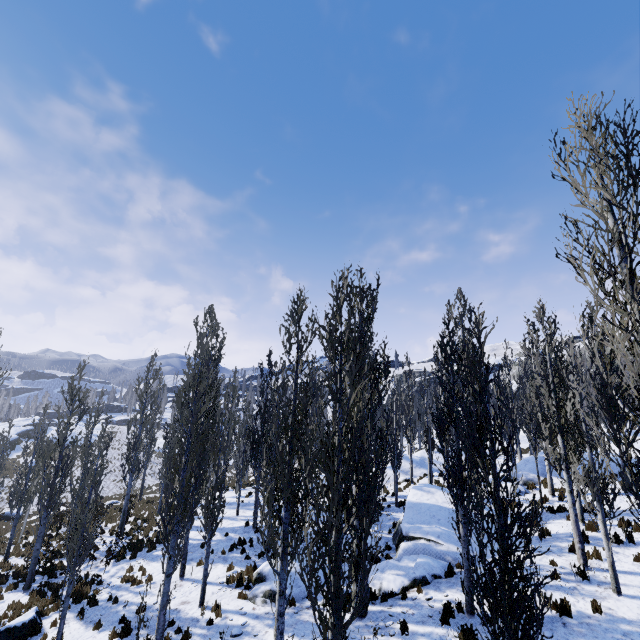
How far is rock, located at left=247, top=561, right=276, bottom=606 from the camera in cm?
1169

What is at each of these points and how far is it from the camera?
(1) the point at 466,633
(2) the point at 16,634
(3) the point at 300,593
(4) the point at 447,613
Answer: (1) instancedfoliageactor, 8.5 meters
(2) rock, 11.6 meters
(3) rock, 11.7 meters
(4) instancedfoliageactor, 9.5 meters

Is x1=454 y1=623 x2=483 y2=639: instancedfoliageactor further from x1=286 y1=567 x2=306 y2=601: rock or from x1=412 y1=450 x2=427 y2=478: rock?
x1=286 y1=567 x2=306 y2=601: rock

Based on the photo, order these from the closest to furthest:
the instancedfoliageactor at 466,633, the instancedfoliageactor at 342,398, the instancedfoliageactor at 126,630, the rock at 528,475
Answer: the instancedfoliageactor at 342,398, the instancedfoliageactor at 466,633, the instancedfoliageactor at 126,630, the rock at 528,475

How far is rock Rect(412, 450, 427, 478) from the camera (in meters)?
27.91

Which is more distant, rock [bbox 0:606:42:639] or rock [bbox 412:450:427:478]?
rock [bbox 412:450:427:478]

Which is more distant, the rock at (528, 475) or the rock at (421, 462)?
the rock at (421, 462)

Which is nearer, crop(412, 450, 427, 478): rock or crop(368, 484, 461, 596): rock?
crop(368, 484, 461, 596): rock
